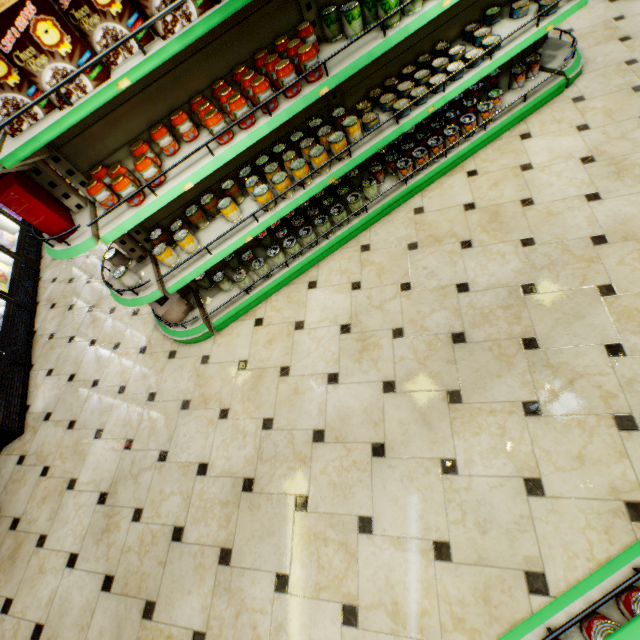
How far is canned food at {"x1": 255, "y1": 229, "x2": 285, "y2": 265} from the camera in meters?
3.0 m

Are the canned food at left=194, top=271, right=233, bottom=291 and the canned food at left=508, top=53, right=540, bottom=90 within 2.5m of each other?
no

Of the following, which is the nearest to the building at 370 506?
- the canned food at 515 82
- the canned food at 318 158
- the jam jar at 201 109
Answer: the canned food at 515 82

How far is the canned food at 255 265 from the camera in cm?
301

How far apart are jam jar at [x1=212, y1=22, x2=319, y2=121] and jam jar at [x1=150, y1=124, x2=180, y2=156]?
0.5m

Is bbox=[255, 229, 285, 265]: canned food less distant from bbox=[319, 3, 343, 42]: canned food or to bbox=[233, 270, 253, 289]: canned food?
bbox=[233, 270, 253, 289]: canned food

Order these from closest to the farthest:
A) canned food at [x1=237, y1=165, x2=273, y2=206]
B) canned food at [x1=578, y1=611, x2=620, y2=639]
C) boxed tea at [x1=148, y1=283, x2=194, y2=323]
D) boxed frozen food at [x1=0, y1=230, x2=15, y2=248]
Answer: canned food at [x1=578, y1=611, x2=620, y2=639] → canned food at [x1=237, y1=165, x2=273, y2=206] → boxed tea at [x1=148, y1=283, x2=194, y2=323] → boxed frozen food at [x1=0, y1=230, x2=15, y2=248]

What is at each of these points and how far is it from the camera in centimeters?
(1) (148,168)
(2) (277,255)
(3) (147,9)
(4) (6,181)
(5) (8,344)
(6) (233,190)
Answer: (1) jam jar, 208cm
(2) canned food, 301cm
(3) boxed food, 157cm
(4) boxed food, 208cm
(5) wall refrigerator door, 393cm
(6) canned food, 274cm
